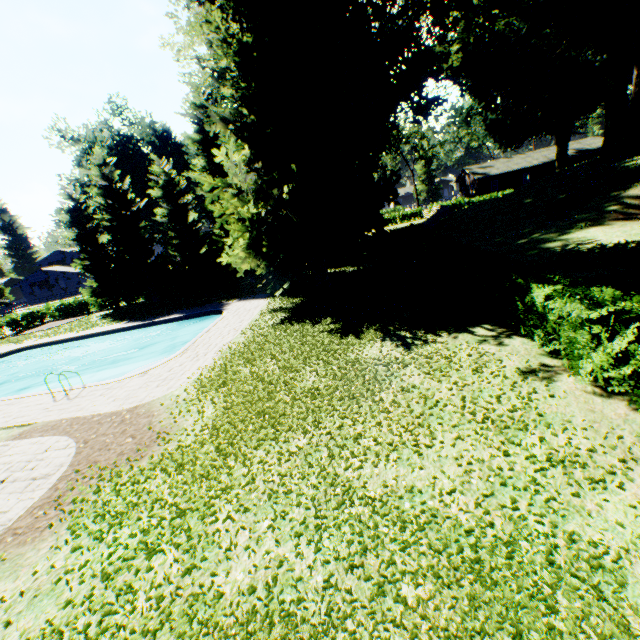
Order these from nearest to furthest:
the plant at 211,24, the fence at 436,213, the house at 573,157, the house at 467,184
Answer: the plant at 211,24, the fence at 436,213, the house at 573,157, the house at 467,184

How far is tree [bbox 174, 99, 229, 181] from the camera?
25.5m

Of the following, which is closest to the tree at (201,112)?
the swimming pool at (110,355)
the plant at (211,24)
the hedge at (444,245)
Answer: the plant at (211,24)

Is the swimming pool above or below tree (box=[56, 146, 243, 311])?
below

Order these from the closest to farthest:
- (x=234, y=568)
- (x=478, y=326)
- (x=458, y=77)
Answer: (x=234, y=568) → (x=478, y=326) → (x=458, y=77)

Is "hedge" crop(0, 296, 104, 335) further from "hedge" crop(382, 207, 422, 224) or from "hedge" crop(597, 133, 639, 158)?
"hedge" crop(597, 133, 639, 158)

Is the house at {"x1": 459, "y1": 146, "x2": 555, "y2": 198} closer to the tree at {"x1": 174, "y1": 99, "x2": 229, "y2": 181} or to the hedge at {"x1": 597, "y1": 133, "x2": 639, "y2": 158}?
the hedge at {"x1": 597, "y1": 133, "x2": 639, "y2": 158}

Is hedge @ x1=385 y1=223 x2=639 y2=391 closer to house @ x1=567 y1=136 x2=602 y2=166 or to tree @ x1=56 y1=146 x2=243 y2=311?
tree @ x1=56 y1=146 x2=243 y2=311
